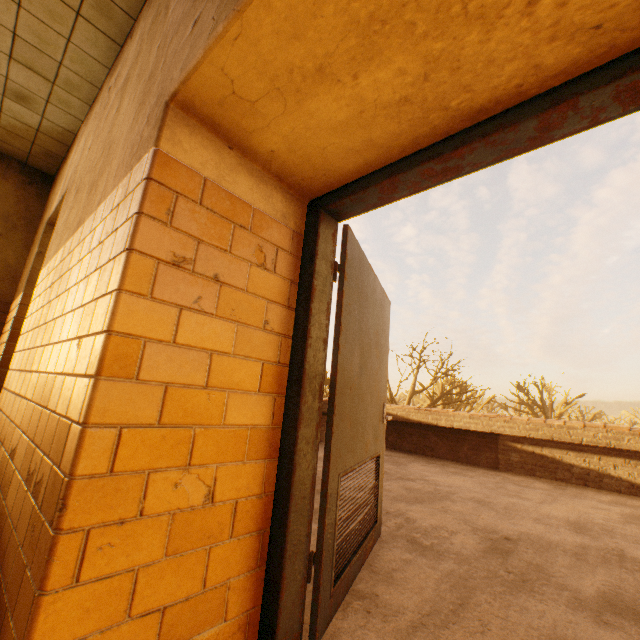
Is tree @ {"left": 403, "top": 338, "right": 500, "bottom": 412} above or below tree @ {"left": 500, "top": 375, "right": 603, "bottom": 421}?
below

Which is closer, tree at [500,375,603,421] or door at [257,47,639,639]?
door at [257,47,639,639]

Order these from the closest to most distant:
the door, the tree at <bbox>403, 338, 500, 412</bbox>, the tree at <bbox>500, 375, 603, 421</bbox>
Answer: the door < the tree at <bbox>403, 338, 500, 412</bbox> < the tree at <bbox>500, 375, 603, 421</bbox>

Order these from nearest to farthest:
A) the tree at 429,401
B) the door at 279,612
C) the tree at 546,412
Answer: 1. the door at 279,612
2. the tree at 429,401
3. the tree at 546,412

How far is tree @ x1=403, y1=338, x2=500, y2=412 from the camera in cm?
1970

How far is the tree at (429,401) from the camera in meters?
19.7

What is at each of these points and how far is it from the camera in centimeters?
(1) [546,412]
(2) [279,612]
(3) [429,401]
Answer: (1) tree, 2936cm
(2) door, 133cm
(3) tree, 2723cm
